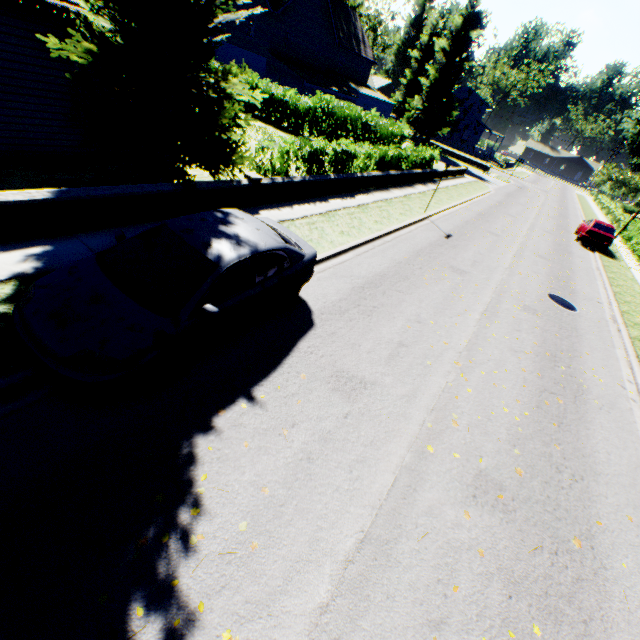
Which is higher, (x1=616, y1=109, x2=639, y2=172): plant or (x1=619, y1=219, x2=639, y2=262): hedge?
(x1=616, y1=109, x2=639, y2=172): plant

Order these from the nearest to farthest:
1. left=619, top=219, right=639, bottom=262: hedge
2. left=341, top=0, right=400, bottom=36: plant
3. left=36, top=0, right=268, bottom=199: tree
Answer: left=36, top=0, right=268, bottom=199: tree, left=619, top=219, right=639, bottom=262: hedge, left=341, top=0, right=400, bottom=36: plant

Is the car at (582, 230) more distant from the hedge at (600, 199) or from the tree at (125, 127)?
the tree at (125, 127)

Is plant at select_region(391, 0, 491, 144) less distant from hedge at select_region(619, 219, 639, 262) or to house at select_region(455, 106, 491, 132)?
house at select_region(455, 106, 491, 132)

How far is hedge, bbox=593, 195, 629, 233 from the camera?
35.31m

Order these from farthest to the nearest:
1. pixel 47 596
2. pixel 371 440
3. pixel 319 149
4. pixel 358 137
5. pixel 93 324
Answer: pixel 358 137, pixel 319 149, pixel 371 440, pixel 93 324, pixel 47 596

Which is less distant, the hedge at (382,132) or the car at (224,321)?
the car at (224,321)

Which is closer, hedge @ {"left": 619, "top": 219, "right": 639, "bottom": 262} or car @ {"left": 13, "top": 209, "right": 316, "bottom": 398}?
car @ {"left": 13, "top": 209, "right": 316, "bottom": 398}
